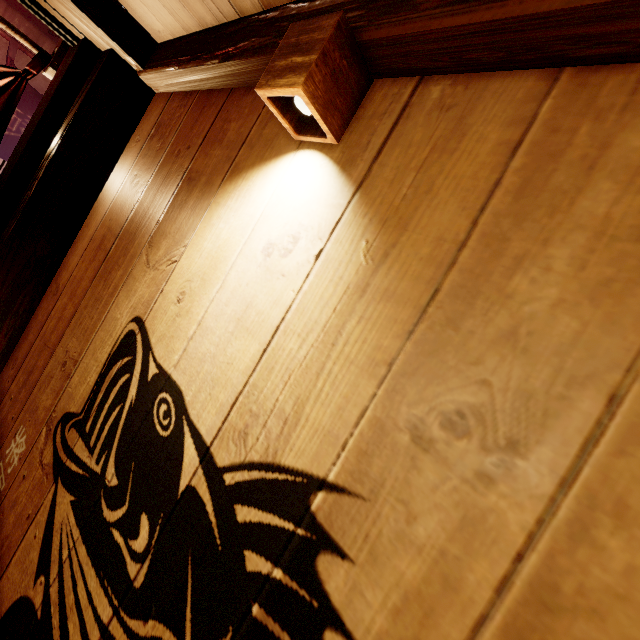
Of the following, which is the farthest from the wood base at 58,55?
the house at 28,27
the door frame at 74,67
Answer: the house at 28,27

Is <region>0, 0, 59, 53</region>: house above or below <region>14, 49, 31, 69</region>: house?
above

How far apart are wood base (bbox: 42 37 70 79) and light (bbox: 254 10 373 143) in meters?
2.4 m

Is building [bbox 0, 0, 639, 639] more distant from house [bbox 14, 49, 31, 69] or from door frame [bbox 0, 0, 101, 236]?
house [bbox 14, 49, 31, 69]

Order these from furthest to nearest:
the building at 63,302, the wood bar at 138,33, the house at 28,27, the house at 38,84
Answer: the house at 38,84 < the house at 28,27 < the wood bar at 138,33 < the building at 63,302

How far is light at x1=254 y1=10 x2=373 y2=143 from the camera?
1.01m

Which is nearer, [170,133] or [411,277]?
[411,277]

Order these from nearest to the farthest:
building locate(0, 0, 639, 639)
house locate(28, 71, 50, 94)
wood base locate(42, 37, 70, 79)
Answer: building locate(0, 0, 639, 639)
wood base locate(42, 37, 70, 79)
house locate(28, 71, 50, 94)
